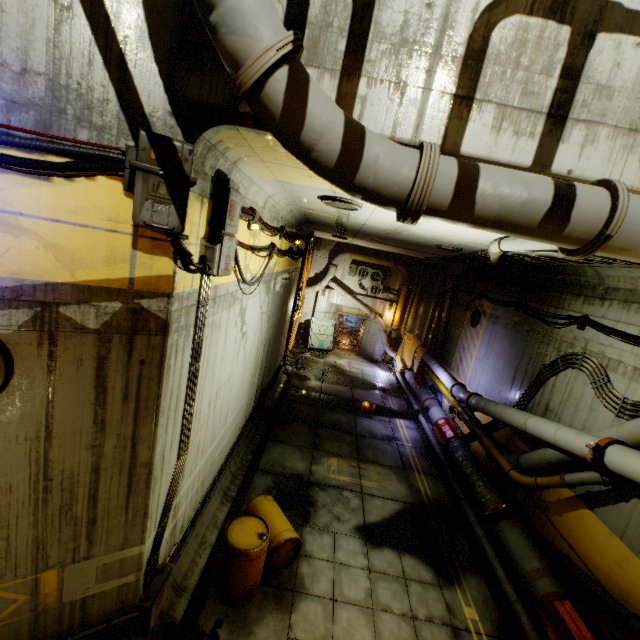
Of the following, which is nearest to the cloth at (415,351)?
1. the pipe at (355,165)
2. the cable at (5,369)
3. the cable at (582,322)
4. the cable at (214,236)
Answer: the pipe at (355,165)

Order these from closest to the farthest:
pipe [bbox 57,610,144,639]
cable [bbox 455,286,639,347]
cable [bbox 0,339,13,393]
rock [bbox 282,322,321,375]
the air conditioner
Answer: cable [bbox 0,339,13,393] < pipe [bbox 57,610,144,639] < cable [bbox 455,286,639,347] < rock [bbox 282,322,321,375] < the air conditioner

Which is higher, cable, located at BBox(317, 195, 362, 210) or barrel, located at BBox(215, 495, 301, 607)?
cable, located at BBox(317, 195, 362, 210)

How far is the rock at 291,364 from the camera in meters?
16.3

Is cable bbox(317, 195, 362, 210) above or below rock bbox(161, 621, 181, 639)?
above

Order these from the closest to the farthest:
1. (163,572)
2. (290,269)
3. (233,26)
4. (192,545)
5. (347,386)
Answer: (233,26)
(163,572)
(192,545)
(290,269)
(347,386)

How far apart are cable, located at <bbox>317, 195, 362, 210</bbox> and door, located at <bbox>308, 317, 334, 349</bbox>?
14.50m

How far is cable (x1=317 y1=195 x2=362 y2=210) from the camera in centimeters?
572cm
